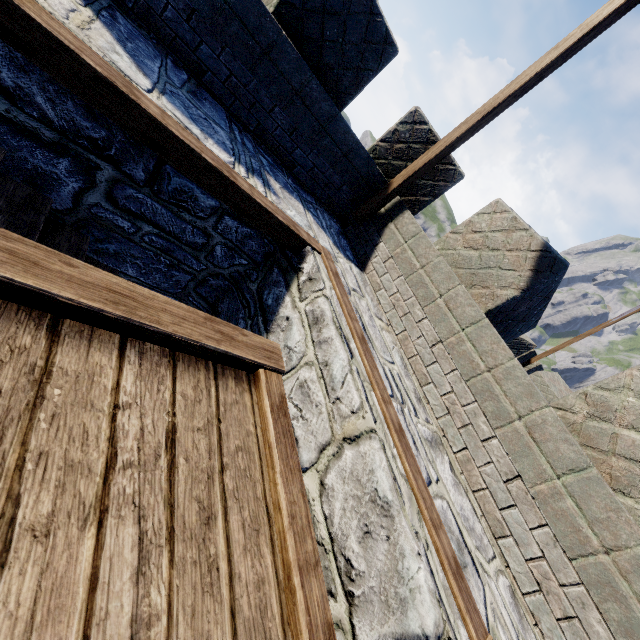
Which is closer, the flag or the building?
the building

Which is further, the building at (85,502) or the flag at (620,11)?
the flag at (620,11)

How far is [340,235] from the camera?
5.1m
